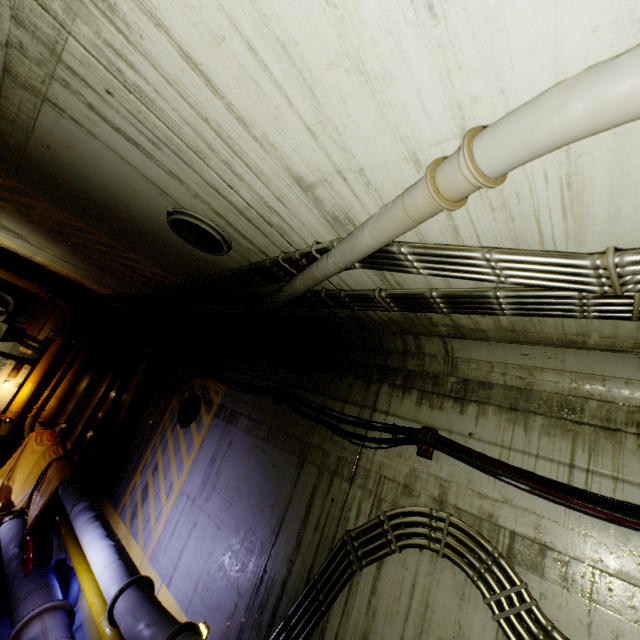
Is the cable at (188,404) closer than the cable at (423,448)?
No

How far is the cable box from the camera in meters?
10.4

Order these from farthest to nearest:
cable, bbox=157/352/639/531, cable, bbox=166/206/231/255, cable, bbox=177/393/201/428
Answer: cable, bbox=177/393/201/428 < cable, bbox=166/206/231/255 < cable, bbox=157/352/639/531

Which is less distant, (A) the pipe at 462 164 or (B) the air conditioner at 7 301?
(A) the pipe at 462 164

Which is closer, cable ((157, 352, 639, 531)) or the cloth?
cable ((157, 352, 639, 531))

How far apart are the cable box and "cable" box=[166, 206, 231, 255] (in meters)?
10.03

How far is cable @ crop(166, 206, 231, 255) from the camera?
3.70m

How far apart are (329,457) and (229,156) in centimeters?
438cm
